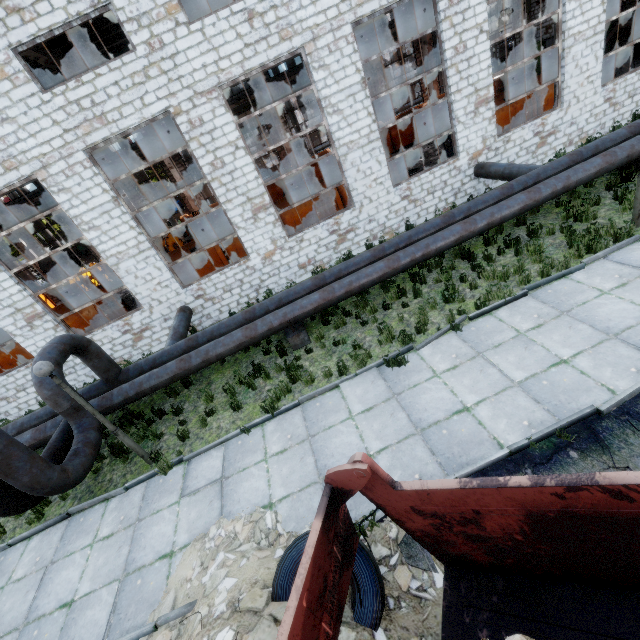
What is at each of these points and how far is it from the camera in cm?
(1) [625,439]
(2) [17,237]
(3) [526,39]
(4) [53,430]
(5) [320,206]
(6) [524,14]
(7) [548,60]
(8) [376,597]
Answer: (1) asphalt debris, 455
(2) column beam, 2494
(3) column beam, 2694
(4) pipe, 878
(5) cable machine, 1487
(6) column beam, 2617
(7) power box, 2592
(8) wire roll, 379

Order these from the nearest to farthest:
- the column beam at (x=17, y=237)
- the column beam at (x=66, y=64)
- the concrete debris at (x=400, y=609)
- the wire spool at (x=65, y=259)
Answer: the concrete debris at (x=400, y=609)
the column beam at (x=66, y=64)
the wire spool at (x=65, y=259)
the column beam at (x=17, y=237)

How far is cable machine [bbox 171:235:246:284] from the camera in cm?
1473

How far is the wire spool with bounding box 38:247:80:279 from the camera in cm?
1614

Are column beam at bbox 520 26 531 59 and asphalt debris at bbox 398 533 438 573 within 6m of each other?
no

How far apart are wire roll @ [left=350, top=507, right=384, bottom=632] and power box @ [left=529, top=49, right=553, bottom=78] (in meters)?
37.29

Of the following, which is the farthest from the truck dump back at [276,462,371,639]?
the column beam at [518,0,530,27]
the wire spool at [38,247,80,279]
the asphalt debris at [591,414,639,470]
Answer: the column beam at [518,0,530,27]

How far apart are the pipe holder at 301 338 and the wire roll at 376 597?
5.2 meters
